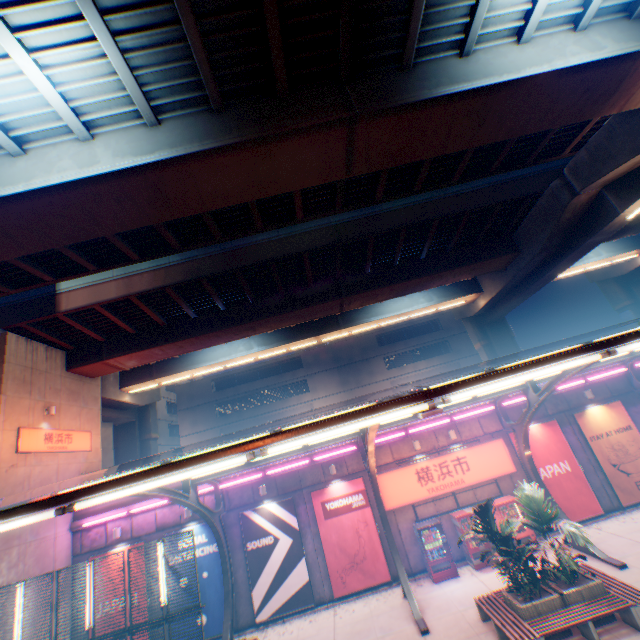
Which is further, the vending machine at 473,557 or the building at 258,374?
the building at 258,374

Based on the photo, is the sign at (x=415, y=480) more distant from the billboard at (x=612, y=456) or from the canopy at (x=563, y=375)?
the billboard at (x=612, y=456)

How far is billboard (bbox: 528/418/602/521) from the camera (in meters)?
14.99

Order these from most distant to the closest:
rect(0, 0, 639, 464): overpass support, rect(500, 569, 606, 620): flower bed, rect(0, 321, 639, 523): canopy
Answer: rect(500, 569, 606, 620): flower bed < rect(0, 0, 639, 464): overpass support < rect(0, 321, 639, 523): canopy

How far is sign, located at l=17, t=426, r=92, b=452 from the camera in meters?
14.2 m

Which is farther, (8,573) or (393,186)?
(393,186)

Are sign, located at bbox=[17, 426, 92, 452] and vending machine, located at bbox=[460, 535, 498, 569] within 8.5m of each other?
no

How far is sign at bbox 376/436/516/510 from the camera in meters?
15.3
